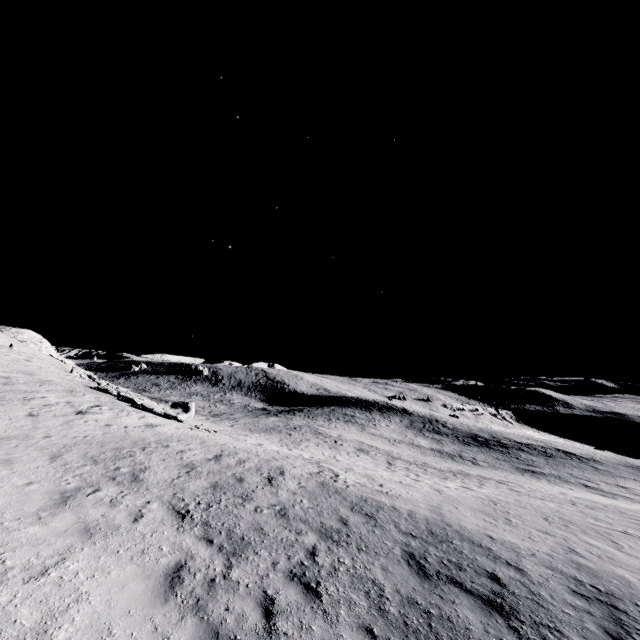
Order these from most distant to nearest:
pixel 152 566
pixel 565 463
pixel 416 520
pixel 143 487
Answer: pixel 565 463 → pixel 416 520 → pixel 143 487 → pixel 152 566
